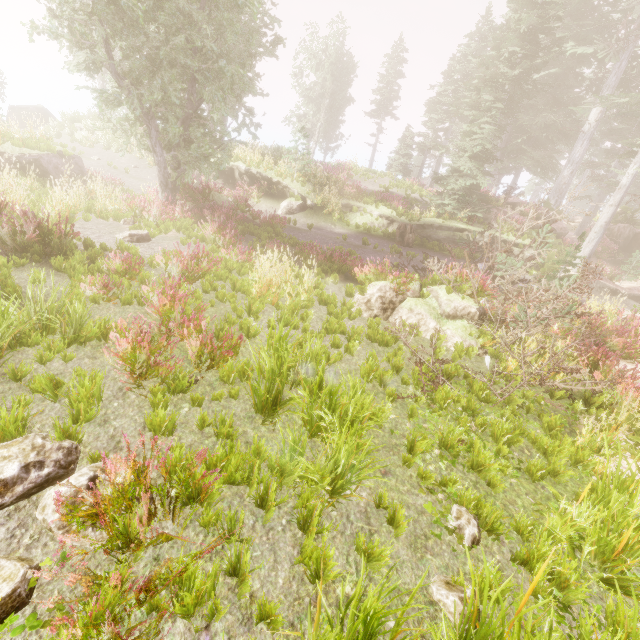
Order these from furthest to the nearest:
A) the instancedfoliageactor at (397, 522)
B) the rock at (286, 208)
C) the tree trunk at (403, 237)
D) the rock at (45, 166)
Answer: the rock at (286, 208), the tree trunk at (403, 237), the rock at (45, 166), the instancedfoliageactor at (397, 522)

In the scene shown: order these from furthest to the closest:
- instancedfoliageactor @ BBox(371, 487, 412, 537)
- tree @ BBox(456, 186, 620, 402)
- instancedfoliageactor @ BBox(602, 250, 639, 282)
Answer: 1. instancedfoliageactor @ BBox(602, 250, 639, 282)
2. tree @ BBox(456, 186, 620, 402)
3. instancedfoliageactor @ BBox(371, 487, 412, 537)

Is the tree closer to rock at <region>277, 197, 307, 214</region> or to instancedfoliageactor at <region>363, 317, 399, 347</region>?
instancedfoliageactor at <region>363, 317, 399, 347</region>

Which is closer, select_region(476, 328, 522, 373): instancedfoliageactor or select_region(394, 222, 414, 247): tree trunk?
select_region(476, 328, 522, 373): instancedfoliageactor

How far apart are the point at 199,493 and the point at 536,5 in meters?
26.4 m

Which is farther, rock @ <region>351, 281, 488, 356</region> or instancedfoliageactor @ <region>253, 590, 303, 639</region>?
rock @ <region>351, 281, 488, 356</region>

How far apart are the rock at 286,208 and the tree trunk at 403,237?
5.54m

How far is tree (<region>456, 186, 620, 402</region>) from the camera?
5.66m
